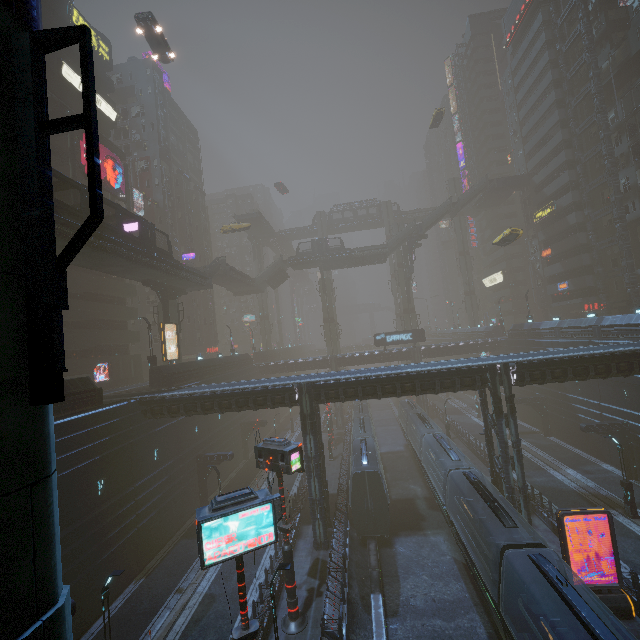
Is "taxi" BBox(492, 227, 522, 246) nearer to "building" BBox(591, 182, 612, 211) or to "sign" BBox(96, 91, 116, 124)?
"building" BBox(591, 182, 612, 211)

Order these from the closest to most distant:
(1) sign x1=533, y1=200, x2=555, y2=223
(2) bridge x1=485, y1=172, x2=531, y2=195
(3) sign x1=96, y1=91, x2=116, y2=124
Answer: (3) sign x1=96, y1=91, x2=116, y2=124
(1) sign x1=533, y1=200, x2=555, y2=223
(2) bridge x1=485, y1=172, x2=531, y2=195

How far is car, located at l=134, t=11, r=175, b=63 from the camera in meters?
27.0

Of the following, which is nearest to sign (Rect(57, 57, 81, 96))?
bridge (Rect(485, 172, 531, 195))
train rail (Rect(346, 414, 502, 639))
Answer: train rail (Rect(346, 414, 502, 639))

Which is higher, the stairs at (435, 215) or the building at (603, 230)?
the stairs at (435, 215)

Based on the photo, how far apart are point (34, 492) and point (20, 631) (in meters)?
1.02

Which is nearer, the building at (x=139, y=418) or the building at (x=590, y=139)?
the building at (x=139, y=418)

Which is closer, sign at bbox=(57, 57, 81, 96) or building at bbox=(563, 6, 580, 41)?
sign at bbox=(57, 57, 81, 96)
